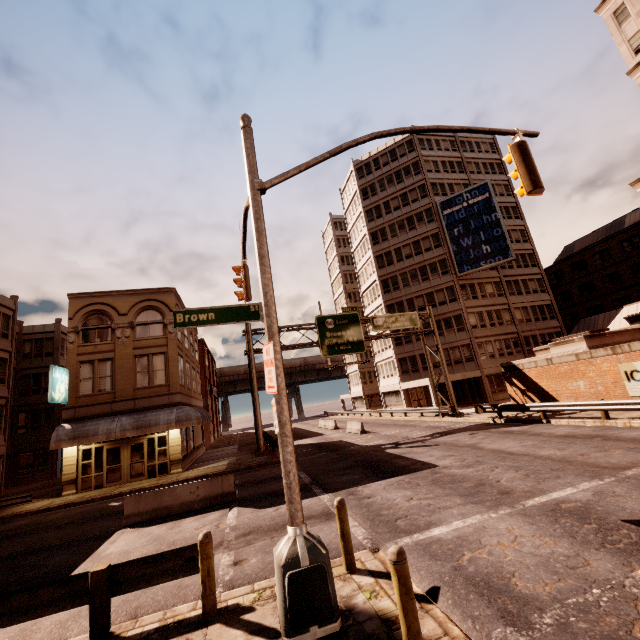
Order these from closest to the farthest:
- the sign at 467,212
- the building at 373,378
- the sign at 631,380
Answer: the sign at 631,380
the sign at 467,212
the building at 373,378

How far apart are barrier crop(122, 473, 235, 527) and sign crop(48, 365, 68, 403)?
11.73m

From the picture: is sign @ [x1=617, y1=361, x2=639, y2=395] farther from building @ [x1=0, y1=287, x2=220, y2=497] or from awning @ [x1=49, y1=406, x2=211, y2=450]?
building @ [x1=0, y1=287, x2=220, y2=497]

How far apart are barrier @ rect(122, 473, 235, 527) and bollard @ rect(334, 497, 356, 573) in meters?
7.9 m

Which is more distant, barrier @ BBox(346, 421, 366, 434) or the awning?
barrier @ BBox(346, 421, 366, 434)

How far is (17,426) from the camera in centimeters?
3184cm

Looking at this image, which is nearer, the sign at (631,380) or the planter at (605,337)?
the sign at (631,380)

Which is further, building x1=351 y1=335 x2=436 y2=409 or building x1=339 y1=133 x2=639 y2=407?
building x1=351 y1=335 x2=436 y2=409
